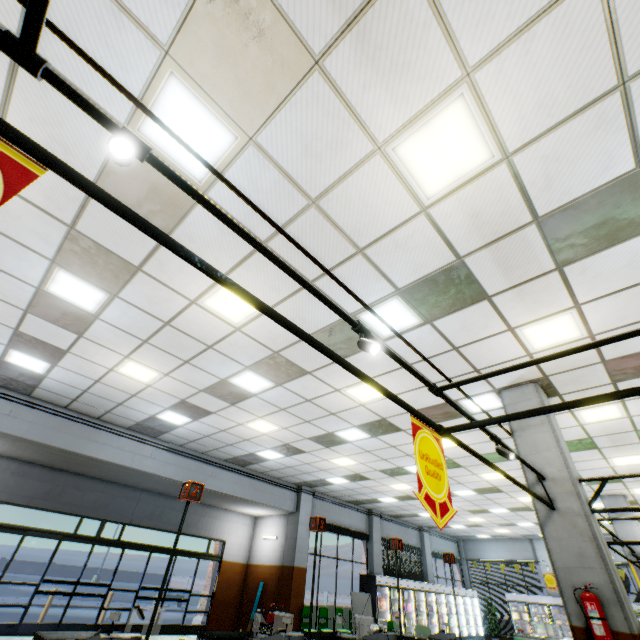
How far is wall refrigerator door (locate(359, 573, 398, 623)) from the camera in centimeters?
1312cm

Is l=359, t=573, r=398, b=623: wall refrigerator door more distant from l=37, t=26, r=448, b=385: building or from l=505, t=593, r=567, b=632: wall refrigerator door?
l=505, t=593, r=567, b=632: wall refrigerator door

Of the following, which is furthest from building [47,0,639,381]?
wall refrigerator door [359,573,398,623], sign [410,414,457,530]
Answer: sign [410,414,457,530]

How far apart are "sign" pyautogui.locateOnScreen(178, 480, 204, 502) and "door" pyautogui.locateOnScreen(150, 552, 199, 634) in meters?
11.1 m

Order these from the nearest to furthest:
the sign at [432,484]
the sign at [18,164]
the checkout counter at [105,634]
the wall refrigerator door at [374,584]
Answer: the sign at [18,164]
the sign at [432,484]
the checkout counter at [105,634]
the wall refrigerator door at [374,584]

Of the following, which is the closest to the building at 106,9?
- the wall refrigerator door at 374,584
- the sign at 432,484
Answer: the wall refrigerator door at 374,584

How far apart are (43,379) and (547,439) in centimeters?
1086cm

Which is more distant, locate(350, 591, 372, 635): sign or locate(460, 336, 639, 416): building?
locate(350, 591, 372, 635): sign
